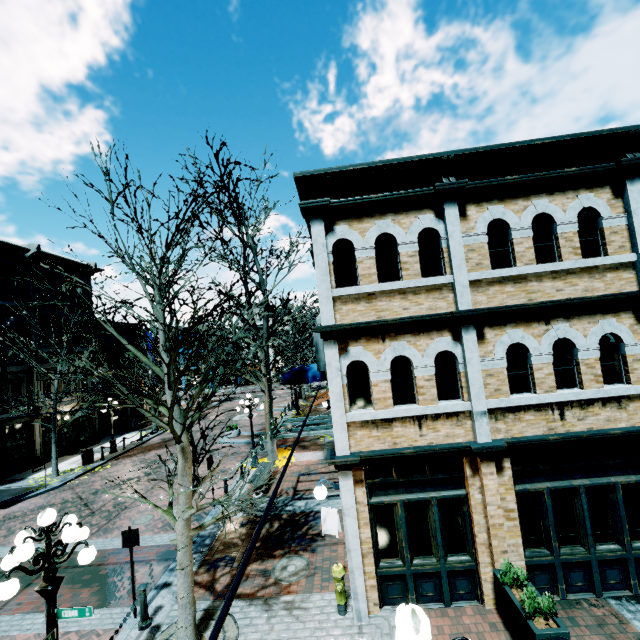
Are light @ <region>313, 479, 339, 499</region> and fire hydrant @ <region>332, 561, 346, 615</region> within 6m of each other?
yes

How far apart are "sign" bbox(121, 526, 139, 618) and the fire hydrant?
4.6 meters

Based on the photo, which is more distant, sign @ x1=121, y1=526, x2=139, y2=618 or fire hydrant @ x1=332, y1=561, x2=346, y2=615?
sign @ x1=121, y1=526, x2=139, y2=618

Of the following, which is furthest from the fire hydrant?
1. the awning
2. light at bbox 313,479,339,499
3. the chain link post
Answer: the awning

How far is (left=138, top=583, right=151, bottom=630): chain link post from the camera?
7.1 meters

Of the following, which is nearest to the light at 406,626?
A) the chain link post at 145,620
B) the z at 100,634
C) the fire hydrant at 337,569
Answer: the z at 100,634

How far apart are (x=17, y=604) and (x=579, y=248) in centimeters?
1656cm

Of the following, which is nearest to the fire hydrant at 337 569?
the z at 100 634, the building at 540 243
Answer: the building at 540 243
